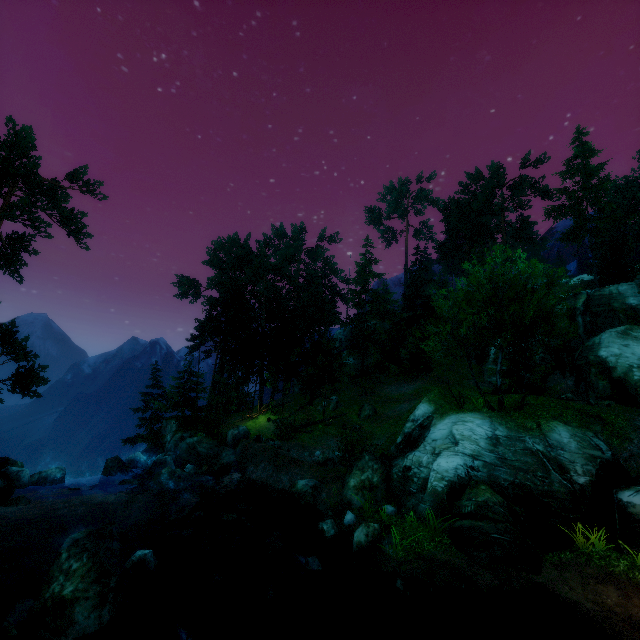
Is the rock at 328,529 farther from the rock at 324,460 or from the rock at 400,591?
the rock at 324,460

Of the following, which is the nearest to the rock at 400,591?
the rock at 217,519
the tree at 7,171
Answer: the rock at 217,519

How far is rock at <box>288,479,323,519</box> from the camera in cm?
1752

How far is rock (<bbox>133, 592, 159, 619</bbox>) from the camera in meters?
9.0 m

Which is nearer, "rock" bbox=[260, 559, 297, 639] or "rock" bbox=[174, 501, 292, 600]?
"rock" bbox=[260, 559, 297, 639]

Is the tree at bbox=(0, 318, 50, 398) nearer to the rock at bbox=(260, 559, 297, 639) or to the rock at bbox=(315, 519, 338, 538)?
the rock at bbox=(260, 559, 297, 639)

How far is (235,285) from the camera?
36.9 meters

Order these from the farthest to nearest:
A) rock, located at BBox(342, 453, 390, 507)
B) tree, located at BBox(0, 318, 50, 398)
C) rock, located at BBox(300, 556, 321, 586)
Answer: tree, located at BBox(0, 318, 50, 398), rock, located at BBox(342, 453, 390, 507), rock, located at BBox(300, 556, 321, 586)
